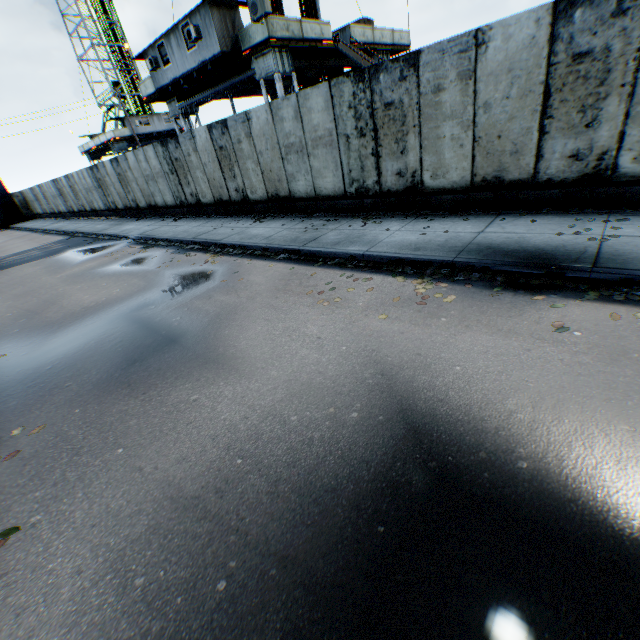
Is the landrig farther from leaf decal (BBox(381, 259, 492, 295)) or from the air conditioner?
leaf decal (BBox(381, 259, 492, 295))

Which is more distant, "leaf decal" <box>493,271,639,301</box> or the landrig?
the landrig

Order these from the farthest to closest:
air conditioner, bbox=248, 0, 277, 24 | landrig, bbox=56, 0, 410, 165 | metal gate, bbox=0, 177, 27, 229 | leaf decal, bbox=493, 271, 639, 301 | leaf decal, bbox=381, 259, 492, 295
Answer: metal gate, bbox=0, 177, 27, 229, landrig, bbox=56, 0, 410, 165, air conditioner, bbox=248, 0, 277, 24, leaf decal, bbox=381, 259, 492, 295, leaf decal, bbox=493, 271, 639, 301

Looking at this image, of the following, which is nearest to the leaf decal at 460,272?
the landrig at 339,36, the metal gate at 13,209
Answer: the landrig at 339,36

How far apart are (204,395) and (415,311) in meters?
3.1

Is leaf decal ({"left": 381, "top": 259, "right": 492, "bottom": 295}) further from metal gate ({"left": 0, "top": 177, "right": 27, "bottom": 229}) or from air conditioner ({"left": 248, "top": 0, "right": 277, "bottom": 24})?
metal gate ({"left": 0, "top": 177, "right": 27, "bottom": 229})

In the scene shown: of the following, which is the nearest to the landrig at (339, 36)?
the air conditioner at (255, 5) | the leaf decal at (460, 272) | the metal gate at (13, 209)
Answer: the air conditioner at (255, 5)

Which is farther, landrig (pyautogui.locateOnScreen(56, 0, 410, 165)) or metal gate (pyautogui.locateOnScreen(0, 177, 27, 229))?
metal gate (pyautogui.locateOnScreen(0, 177, 27, 229))
